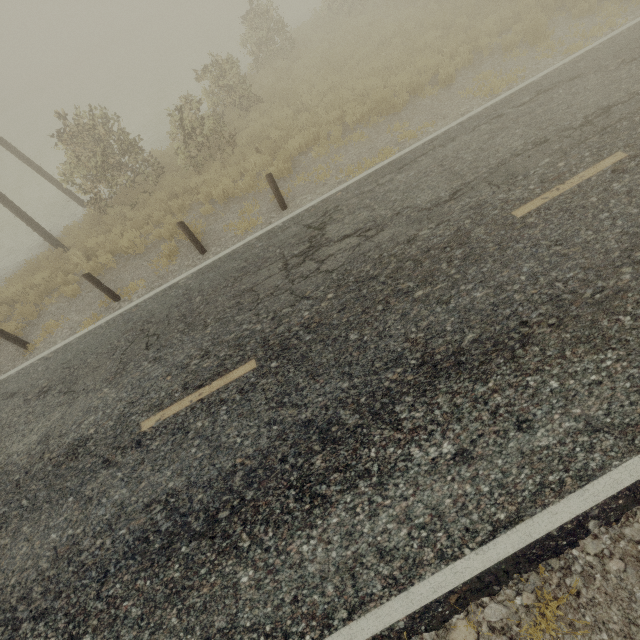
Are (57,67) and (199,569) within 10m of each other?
no
